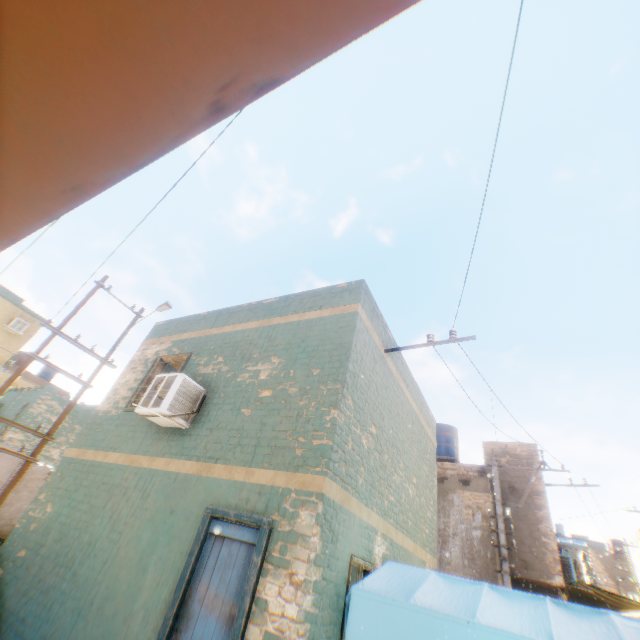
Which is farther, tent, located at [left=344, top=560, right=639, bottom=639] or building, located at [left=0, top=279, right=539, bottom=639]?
building, located at [left=0, top=279, right=539, bottom=639]

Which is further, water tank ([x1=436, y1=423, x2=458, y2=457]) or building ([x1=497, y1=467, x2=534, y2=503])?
water tank ([x1=436, y1=423, x2=458, y2=457])

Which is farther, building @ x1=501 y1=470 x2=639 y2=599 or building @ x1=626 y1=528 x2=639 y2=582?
building @ x1=626 y1=528 x2=639 y2=582

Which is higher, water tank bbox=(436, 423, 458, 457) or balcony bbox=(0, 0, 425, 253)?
water tank bbox=(436, 423, 458, 457)

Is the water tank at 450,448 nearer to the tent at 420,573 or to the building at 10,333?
the building at 10,333

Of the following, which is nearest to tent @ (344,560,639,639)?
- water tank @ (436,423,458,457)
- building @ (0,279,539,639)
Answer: building @ (0,279,539,639)

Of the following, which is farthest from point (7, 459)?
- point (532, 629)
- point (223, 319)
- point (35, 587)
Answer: point (532, 629)
